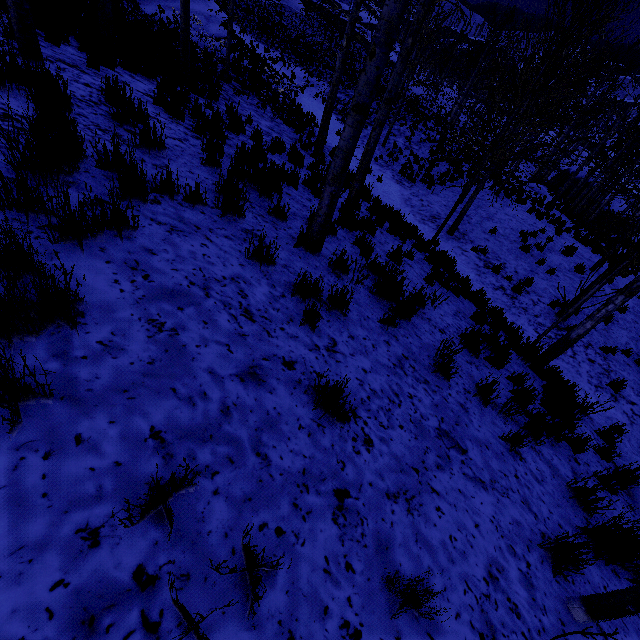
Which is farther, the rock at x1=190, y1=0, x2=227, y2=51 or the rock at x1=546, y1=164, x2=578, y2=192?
the rock at x1=546, y1=164, x2=578, y2=192

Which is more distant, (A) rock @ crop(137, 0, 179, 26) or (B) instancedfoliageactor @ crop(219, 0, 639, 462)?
(A) rock @ crop(137, 0, 179, 26)

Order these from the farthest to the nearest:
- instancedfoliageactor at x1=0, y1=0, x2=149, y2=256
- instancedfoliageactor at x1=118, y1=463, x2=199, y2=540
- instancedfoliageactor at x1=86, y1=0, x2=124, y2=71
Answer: instancedfoliageactor at x1=86, y1=0, x2=124, y2=71 < instancedfoliageactor at x1=0, y1=0, x2=149, y2=256 < instancedfoliageactor at x1=118, y1=463, x2=199, y2=540

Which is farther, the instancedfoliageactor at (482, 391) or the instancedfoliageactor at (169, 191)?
the instancedfoliageactor at (482, 391)

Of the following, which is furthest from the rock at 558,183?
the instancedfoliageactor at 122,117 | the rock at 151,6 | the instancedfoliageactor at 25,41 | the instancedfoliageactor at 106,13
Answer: the instancedfoliageactor at 122,117

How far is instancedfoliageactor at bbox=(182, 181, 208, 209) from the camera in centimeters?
340cm

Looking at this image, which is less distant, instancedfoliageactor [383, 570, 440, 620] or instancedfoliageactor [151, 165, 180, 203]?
instancedfoliageactor [383, 570, 440, 620]

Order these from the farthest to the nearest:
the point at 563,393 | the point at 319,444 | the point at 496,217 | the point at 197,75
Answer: the point at 496,217
the point at 197,75
the point at 563,393
the point at 319,444
